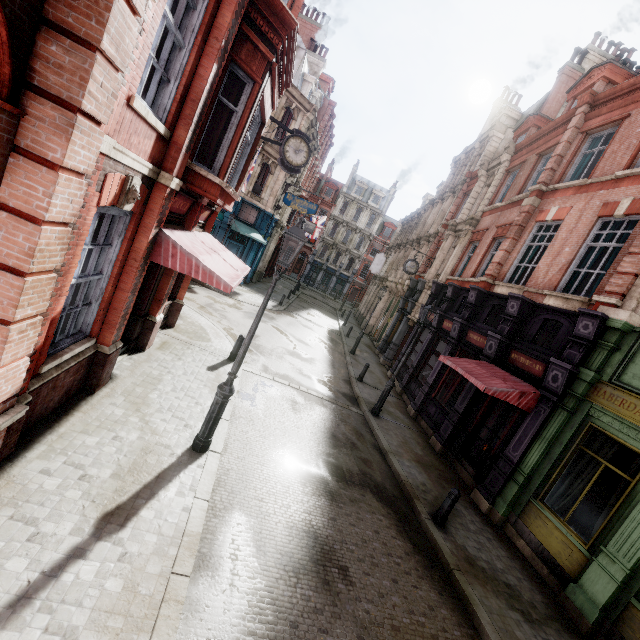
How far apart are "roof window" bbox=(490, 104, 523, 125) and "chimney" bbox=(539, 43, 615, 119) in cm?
234

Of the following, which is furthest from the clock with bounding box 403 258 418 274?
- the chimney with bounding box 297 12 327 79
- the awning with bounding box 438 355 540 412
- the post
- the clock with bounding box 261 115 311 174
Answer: the chimney with bounding box 297 12 327 79

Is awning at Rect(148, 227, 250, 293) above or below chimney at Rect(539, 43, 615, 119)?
below

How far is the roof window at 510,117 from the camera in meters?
23.9 m

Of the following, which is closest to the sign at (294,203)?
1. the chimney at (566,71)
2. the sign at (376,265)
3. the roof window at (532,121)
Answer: the sign at (376,265)

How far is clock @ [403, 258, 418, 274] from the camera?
20.8m

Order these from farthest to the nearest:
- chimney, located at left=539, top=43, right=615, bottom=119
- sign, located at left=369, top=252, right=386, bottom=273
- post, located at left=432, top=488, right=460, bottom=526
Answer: sign, located at left=369, top=252, right=386, bottom=273
chimney, located at left=539, top=43, right=615, bottom=119
post, located at left=432, top=488, right=460, bottom=526

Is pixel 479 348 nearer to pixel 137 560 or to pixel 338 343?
pixel 338 343
